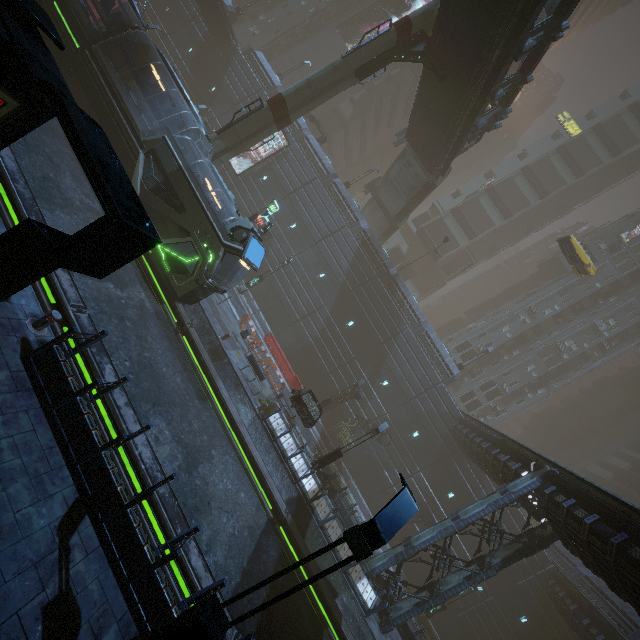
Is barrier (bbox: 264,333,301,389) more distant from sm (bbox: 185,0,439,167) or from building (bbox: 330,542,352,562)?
sm (bbox: 185,0,439,167)

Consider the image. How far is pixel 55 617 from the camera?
4.9m

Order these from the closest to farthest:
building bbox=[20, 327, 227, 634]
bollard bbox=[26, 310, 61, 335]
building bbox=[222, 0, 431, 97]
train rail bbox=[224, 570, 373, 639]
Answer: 1. building bbox=[20, 327, 227, 634]
2. bollard bbox=[26, 310, 61, 335]
3. train rail bbox=[224, 570, 373, 639]
4. building bbox=[222, 0, 431, 97]

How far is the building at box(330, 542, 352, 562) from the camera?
16.1m

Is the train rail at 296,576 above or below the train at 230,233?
below

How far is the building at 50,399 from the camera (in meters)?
5.93

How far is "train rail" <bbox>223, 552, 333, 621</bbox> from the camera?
9.9 meters

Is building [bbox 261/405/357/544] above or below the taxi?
below
